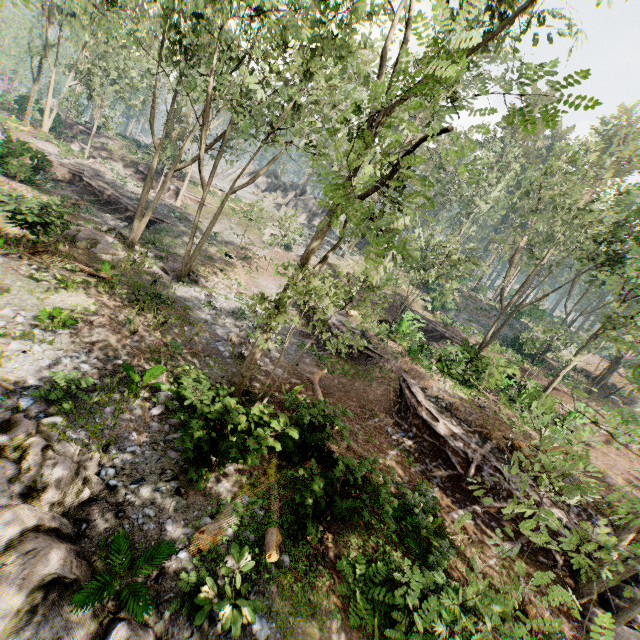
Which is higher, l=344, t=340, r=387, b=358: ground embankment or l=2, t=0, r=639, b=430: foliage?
l=2, t=0, r=639, b=430: foliage

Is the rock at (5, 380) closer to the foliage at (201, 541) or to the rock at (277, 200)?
the foliage at (201, 541)

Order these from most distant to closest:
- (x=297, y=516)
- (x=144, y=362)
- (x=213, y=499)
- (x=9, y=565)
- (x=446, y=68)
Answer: (x=144, y=362)
(x=297, y=516)
(x=213, y=499)
(x=9, y=565)
(x=446, y=68)

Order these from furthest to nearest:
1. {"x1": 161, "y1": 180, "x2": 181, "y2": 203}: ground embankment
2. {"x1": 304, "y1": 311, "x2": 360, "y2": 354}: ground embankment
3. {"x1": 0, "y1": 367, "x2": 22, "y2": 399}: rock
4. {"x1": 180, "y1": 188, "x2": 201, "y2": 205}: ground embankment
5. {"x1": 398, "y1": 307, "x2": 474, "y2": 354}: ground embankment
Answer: {"x1": 180, "y1": 188, "x2": 201, "y2": 205}: ground embankment, {"x1": 161, "y1": 180, "x2": 181, "y2": 203}: ground embankment, {"x1": 398, "y1": 307, "x2": 474, "y2": 354}: ground embankment, {"x1": 304, "y1": 311, "x2": 360, "y2": 354}: ground embankment, {"x1": 0, "y1": 367, "x2": 22, "y2": 399}: rock

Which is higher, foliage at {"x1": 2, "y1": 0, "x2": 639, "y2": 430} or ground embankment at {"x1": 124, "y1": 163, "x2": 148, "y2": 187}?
foliage at {"x1": 2, "y1": 0, "x2": 639, "y2": 430}

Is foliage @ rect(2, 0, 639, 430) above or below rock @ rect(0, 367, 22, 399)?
above

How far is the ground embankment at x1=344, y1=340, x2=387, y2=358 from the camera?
20.9 meters

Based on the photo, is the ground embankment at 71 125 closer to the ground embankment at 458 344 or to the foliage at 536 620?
the foliage at 536 620
